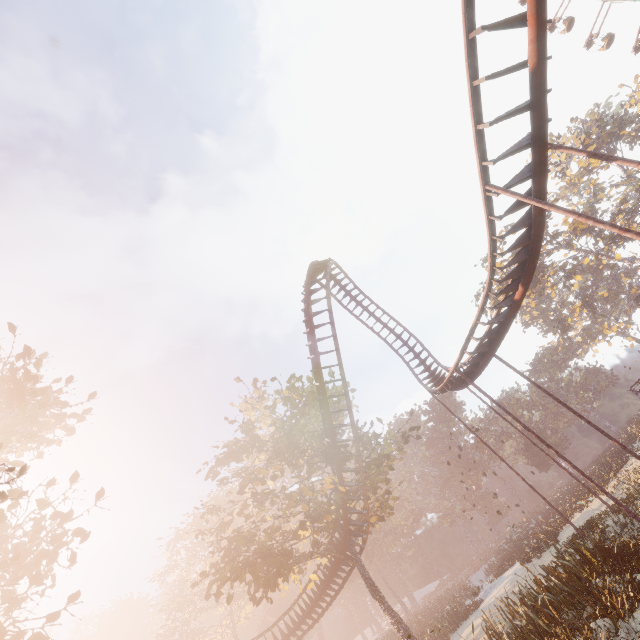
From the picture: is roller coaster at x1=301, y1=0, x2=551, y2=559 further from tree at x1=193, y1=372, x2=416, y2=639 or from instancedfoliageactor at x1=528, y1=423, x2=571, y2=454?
instancedfoliageactor at x1=528, y1=423, x2=571, y2=454

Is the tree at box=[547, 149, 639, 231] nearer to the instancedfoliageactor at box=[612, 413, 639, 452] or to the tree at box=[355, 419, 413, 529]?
the instancedfoliageactor at box=[612, 413, 639, 452]

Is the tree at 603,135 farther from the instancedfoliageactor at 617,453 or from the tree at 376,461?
the tree at 376,461

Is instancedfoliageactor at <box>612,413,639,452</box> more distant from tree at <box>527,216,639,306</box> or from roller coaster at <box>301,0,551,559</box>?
tree at <box>527,216,639,306</box>

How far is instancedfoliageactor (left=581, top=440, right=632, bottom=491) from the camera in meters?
26.4

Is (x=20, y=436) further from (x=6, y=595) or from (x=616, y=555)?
(x=616, y=555)

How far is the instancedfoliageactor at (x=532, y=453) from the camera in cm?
4925
